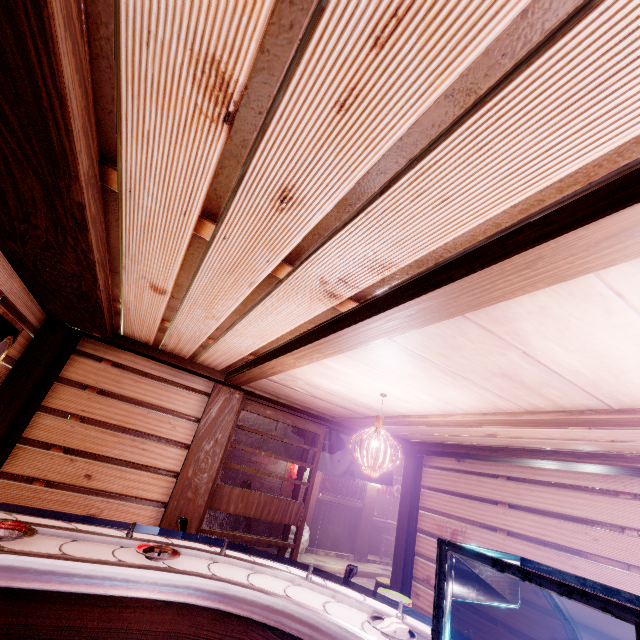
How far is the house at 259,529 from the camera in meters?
16.3

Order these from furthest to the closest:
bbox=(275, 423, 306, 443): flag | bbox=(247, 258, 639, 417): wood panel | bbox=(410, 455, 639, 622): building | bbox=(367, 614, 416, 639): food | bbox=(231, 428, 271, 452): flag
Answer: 1. bbox=(275, 423, 306, 443): flag
2. bbox=(231, 428, 271, 452): flag
3. bbox=(410, 455, 639, 622): building
4. bbox=(367, 614, 416, 639): food
5. bbox=(247, 258, 639, 417): wood panel

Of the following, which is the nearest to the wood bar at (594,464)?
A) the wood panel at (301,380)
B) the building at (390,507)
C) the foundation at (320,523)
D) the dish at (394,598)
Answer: the wood panel at (301,380)

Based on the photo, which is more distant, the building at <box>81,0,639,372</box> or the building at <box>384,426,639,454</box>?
the building at <box>384,426,639,454</box>

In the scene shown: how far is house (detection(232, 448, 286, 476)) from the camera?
16.81m

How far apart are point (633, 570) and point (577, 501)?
1.3m

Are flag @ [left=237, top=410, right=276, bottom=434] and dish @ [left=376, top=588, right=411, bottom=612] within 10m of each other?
yes

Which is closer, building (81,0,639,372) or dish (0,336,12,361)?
building (81,0,639,372)
